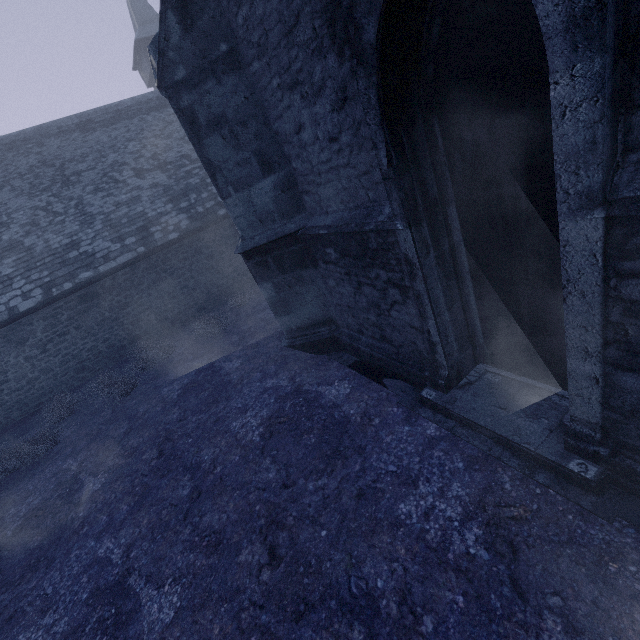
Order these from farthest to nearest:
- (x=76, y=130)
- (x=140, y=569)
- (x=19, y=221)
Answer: (x=76, y=130) < (x=19, y=221) < (x=140, y=569)
